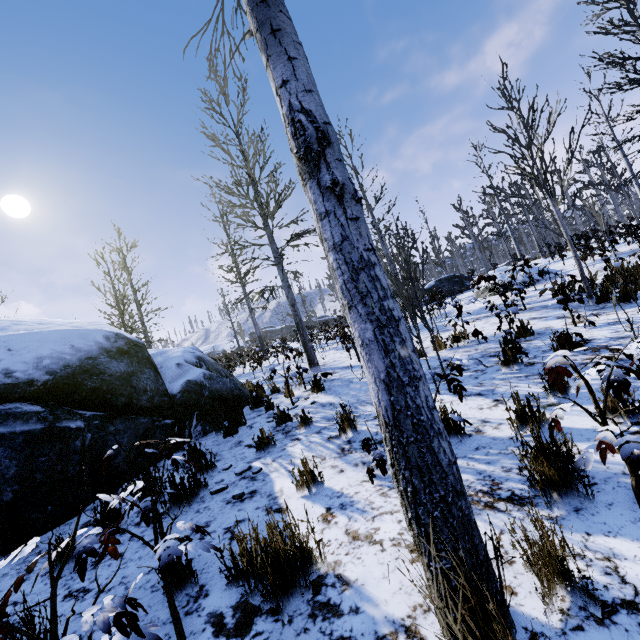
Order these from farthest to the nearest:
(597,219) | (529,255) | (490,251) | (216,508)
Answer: (490,251), (597,219), (529,255), (216,508)

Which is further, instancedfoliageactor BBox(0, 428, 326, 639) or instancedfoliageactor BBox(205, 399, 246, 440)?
instancedfoliageactor BBox(205, 399, 246, 440)

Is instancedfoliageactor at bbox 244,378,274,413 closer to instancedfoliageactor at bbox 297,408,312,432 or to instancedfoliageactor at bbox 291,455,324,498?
instancedfoliageactor at bbox 291,455,324,498

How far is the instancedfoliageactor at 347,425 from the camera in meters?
4.0 m

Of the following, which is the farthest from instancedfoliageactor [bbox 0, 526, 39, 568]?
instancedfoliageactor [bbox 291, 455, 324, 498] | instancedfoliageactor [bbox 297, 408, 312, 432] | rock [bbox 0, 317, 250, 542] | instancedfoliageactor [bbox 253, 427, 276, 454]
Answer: instancedfoliageactor [bbox 253, 427, 276, 454]

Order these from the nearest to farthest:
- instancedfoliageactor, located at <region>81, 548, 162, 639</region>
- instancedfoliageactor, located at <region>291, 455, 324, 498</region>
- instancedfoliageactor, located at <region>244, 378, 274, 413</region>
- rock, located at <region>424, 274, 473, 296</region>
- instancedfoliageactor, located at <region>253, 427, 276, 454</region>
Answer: instancedfoliageactor, located at <region>81, 548, 162, 639</region>
instancedfoliageactor, located at <region>291, 455, 324, 498</region>
instancedfoliageactor, located at <region>253, 427, 276, 454</region>
instancedfoliageactor, located at <region>244, 378, 274, 413</region>
rock, located at <region>424, 274, 473, 296</region>

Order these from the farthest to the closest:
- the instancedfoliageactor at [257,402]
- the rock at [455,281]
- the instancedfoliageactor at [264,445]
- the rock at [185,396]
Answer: the rock at [455,281] → the instancedfoliageactor at [257,402] → the instancedfoliageactor at [264,445] → the rock at [185,396]

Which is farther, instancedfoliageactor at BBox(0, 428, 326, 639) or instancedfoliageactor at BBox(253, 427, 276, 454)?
instancedfoliageactor at BBox(253, 427, 276, 454)
